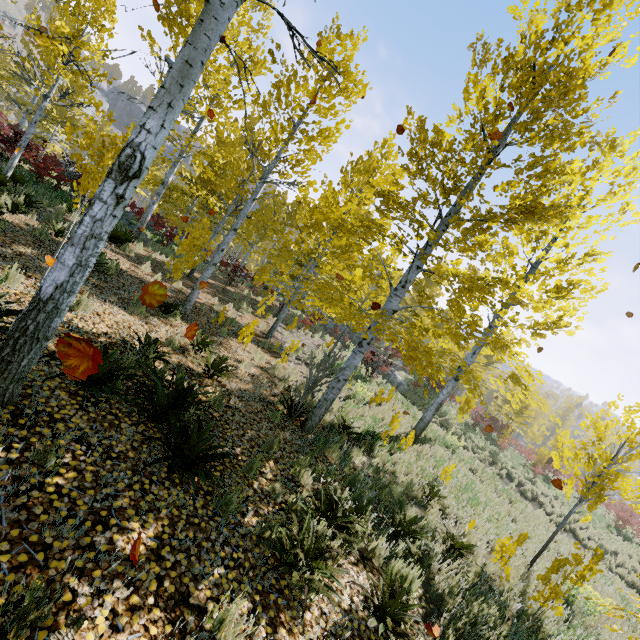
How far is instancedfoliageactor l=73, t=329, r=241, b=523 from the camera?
3.54m

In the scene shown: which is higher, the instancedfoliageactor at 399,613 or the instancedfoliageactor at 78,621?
the instancedfoliageactor at 78,621

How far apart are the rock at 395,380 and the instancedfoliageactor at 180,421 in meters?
19.0

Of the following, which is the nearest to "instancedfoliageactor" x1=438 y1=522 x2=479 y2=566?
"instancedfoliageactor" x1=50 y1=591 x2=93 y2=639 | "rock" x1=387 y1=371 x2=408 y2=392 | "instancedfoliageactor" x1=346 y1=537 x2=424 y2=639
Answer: "instancedfoliageactor" x1=50 y1=591 x2=93 y2=639

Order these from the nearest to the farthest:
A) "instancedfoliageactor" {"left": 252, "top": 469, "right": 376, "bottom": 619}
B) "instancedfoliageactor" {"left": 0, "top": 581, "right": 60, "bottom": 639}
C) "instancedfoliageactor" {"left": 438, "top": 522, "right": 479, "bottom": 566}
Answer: "instancedfoliageactor" {"left": 0, "top": 581, "right": 60, "bottom": 639} → "instancedfoliageactor" {"left": 252, "top": 469, "right": 376, "bottom": 619} → "instancedfoliageactor" {"left": 438, "top": 522, "right": 479, "bottom": 566}

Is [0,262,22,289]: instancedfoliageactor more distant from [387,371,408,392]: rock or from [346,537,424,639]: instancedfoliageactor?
[387,371,408,392]: rock

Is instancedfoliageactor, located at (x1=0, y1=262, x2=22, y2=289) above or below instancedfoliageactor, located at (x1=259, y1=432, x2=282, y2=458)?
above

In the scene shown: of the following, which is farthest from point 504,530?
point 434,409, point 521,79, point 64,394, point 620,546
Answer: point 620,546
